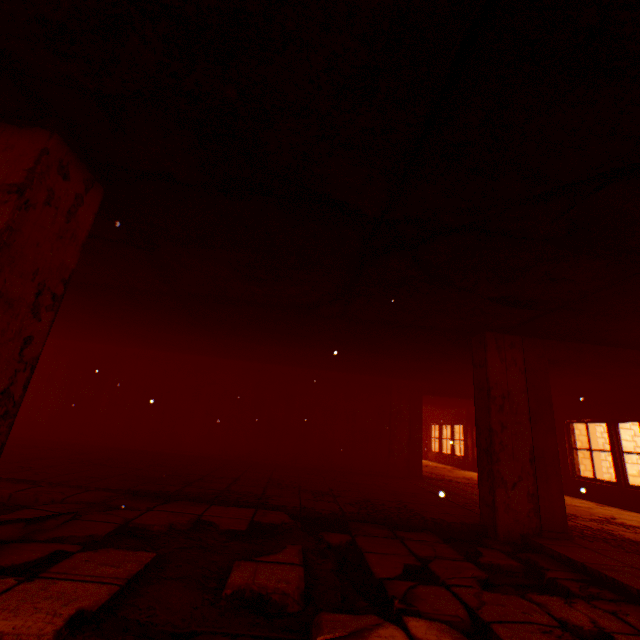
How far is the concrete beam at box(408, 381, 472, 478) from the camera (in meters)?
8.92

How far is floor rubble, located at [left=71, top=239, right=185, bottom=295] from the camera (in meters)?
3.68

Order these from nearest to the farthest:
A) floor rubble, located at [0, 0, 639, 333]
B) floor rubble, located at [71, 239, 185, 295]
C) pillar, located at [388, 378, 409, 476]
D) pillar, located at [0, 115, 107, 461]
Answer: floor rubble, located at [0, 0, 639, 333] < pillar, located at [0, 115, 107, 461] < floor rubble, located at [71, 239, 185, 295] < pillar, located at [388, 378, 409, 476]

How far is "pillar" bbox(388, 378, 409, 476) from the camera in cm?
887

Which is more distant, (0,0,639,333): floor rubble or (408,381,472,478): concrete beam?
(408,381,472,478): concrete beam

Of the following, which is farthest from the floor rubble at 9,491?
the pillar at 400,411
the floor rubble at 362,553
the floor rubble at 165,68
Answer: the pillar at 400,411

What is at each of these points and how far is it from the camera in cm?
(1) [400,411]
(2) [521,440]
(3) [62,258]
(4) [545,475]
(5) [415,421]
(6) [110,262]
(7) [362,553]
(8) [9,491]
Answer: (1) pillar, 934
(2) pillar, 443
(3) pillar, 232
(4) concrete beam, 431
(5) concrete beam, 929
(6) floor rubble, 402
(7) floor rubble, 309
(8) floor rubble, 357

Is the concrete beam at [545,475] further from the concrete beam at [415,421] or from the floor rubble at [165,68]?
the concrete beam at [415,421]
